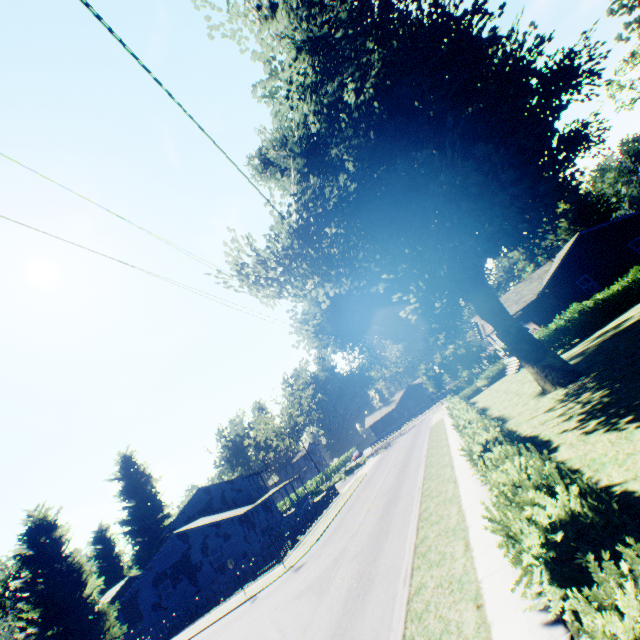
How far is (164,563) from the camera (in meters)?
30.23

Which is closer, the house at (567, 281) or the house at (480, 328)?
the house at (567, 281)

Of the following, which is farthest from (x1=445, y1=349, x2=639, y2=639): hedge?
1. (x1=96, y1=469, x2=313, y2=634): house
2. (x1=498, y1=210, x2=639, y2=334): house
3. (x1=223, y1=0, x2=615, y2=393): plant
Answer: (x1=96, y1=469, x2=313, y2=634): house

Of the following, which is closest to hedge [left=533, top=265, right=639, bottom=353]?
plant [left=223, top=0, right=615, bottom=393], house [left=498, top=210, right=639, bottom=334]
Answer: plant [left=223, top=0, right=615, bottom=393]

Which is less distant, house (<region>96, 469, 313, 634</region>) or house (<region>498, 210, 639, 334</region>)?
house (<region>498, 210, 639, 334</region>)

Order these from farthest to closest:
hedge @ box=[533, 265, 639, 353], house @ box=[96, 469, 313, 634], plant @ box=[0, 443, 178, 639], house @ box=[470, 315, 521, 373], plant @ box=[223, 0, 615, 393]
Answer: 1. house @ box=[470, 315, 521, 373]
2. house @ box=[96, 469, 313, 634]
3. plant @ box=[0, 443, 178, 639]
4. hedge @ box=[533, 265, 639, 353]
5. plant @ box=[223, 0, 615, 393]

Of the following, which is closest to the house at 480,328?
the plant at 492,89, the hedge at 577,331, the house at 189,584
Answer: the plant at 492,89

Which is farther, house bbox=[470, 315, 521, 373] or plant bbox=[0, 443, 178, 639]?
house bbox=[470, 315, 521, 373]
